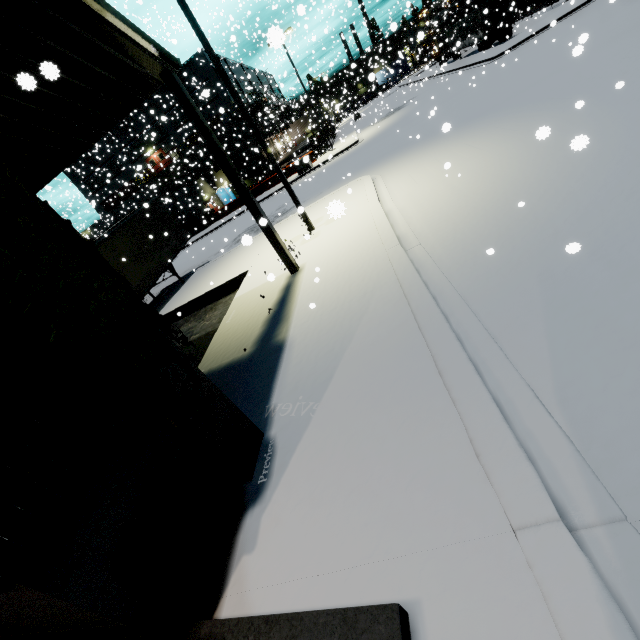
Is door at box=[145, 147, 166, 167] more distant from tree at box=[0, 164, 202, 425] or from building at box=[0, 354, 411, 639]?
tree at box=[0, 164, 202, 425]

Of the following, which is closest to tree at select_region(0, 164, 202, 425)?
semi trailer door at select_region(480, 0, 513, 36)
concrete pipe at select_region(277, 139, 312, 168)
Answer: semi trailer door at select_region(480, 0, 513, 36)

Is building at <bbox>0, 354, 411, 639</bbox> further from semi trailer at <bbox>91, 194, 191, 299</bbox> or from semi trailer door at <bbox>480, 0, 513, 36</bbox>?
semi trailer door at <bbox>480, 0, 513, 36</bbox>

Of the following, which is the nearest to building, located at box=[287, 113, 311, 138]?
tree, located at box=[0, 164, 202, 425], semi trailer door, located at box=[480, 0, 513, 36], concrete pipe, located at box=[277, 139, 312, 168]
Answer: tree, located at box=[0, 164, 202, 425]

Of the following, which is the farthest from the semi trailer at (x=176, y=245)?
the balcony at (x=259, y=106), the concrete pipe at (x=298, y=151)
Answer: the concrete pipe at (x=298, y=151)

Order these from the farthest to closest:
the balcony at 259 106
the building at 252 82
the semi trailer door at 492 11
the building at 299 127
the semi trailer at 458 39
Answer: the building at 299 127 → the building at 252 82 → the balcony at 259 106 → the semi trailer at 458 39 → the semi trailer door at 492 11

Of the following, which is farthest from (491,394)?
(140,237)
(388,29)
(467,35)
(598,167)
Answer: (467,35)

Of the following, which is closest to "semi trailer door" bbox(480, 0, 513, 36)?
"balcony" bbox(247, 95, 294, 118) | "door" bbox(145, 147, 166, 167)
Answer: "balcony" bbox(247, 95, 294, 118)
